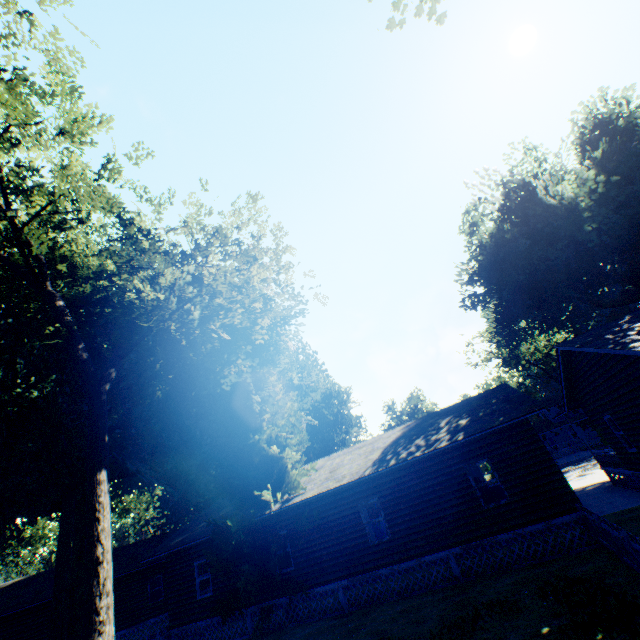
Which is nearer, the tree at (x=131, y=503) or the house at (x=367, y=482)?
the house at (x=367, y=482)

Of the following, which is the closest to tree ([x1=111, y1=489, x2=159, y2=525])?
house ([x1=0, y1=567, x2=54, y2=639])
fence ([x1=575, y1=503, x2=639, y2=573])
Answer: house ([x1=0, y1=567, x2=54, y2=639])

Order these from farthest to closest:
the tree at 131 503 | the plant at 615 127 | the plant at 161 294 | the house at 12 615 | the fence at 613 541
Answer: the tree at 131 503 → the house at 12 615 → the plant at 615 127 → the plant at 161 294 → the fence at 613 541

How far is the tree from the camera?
44.7m

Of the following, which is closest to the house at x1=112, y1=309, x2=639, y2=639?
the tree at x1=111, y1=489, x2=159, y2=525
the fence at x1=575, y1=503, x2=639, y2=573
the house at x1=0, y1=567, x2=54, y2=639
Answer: the fence at x1=575, y1=503, x2=639, y2=573

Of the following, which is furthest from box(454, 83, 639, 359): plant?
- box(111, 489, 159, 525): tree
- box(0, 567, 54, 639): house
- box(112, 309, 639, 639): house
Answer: box(111, 489, 159, 525): tree

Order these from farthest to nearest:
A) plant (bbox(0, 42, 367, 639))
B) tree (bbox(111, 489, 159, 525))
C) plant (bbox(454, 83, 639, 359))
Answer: tree (bbox(111, 489, 159, 525)) < plant (bbox(454, 83, 639, 359)) < plant (bbox(0, 42, 367, 639))

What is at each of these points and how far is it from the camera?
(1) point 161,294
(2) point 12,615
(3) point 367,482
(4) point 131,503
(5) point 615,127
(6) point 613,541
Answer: (1) plant, 15.30m
(2) house, 22.14m
(3) house, 14.73m
(4) tree, 49.00m
(5) plant, 30.95m
(6) fence, 8.95m
